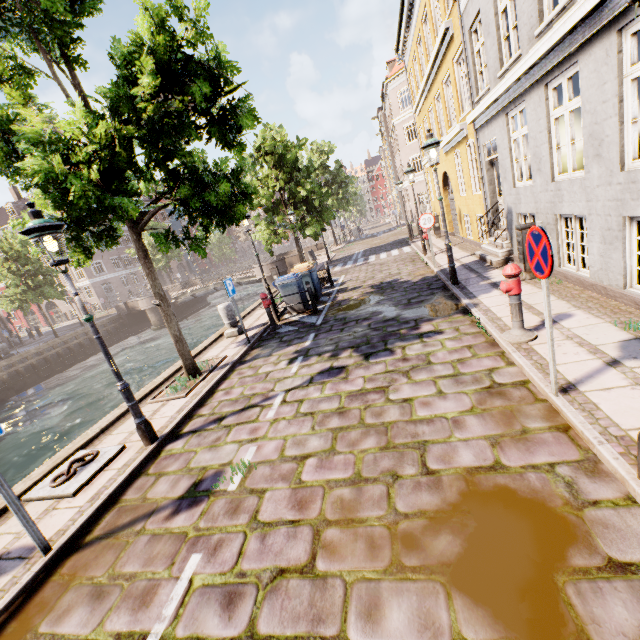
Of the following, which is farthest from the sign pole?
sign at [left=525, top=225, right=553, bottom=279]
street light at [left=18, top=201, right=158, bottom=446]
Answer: sign at [left=525, top=225, right=553, bottom=279]

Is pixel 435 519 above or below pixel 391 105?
below

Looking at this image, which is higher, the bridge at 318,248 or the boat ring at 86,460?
the bridge at 318,248

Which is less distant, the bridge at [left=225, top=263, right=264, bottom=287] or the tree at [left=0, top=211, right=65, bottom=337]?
the tree at [left=0, top=211, right=65, bottom=337]

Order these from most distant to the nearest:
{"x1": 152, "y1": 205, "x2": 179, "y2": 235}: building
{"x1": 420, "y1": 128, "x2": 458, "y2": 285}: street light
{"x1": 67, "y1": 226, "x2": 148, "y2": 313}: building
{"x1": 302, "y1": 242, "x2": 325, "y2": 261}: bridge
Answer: {"x1": 152, "y1": 205, "x2": 179, "y2": 235}: building < {"x1": 67, "y1": 226, "x2": 148, "y2": 313}: building < {"x1": 302, "y1": 242, "x2": 325, "y2": 261}: bridge < {"x1": 420, "y1": 128, "x2": 458, "y2": 285}: street light

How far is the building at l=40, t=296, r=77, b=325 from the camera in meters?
44.4

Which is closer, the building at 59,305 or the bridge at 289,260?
the bridge at 289,260

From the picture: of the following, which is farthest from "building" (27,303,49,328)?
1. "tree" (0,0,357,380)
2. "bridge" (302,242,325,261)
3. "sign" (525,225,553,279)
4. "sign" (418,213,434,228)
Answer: "sign" (525,225,553,279)
